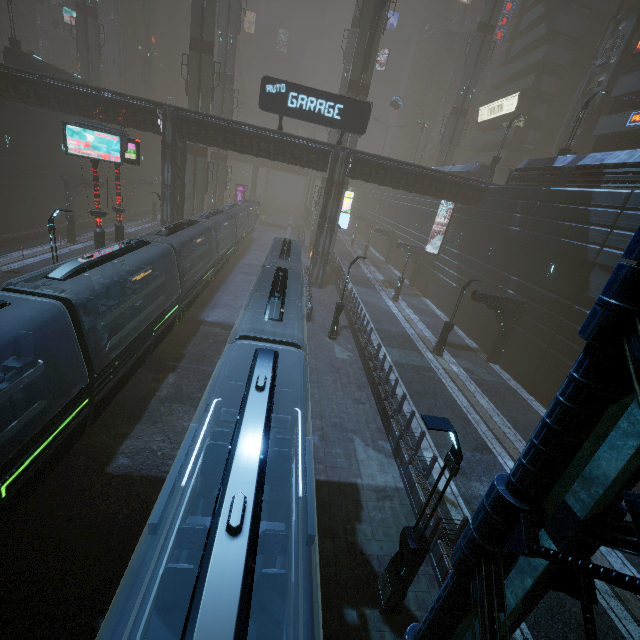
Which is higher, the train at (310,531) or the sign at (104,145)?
the sign at (104,145)

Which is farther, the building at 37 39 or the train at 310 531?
the building at 37 39

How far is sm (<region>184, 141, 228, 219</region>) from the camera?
34.2m

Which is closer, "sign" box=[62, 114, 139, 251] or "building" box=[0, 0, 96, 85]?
"sign" box=[62, 114, 139, 251]

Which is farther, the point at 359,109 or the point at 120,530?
the point at 359,109

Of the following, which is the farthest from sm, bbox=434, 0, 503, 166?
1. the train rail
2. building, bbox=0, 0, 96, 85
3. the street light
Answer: the street light

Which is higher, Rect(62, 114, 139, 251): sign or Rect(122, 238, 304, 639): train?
Rect(62, 114, 139, 251): sign

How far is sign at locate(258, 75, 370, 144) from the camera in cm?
2194
